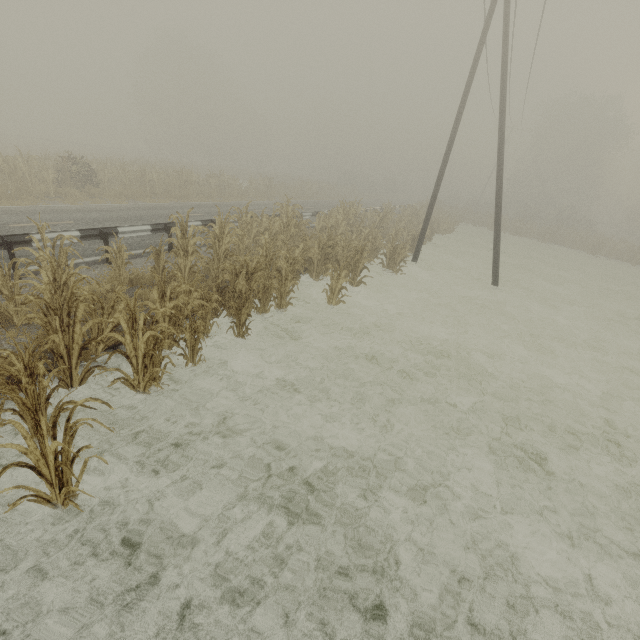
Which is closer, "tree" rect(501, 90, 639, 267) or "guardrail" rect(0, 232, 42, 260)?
"guardrail" rect(0, 232, 42, 260)

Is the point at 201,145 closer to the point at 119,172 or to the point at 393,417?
the point at 119,172

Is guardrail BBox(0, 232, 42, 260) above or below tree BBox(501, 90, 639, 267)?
below

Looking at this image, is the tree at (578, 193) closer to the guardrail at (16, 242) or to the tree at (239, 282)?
the tree at (239, 282)

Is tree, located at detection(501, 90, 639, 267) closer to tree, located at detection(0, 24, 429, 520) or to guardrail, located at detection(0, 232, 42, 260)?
tree, located at detection(0, 24, 429, 520)
